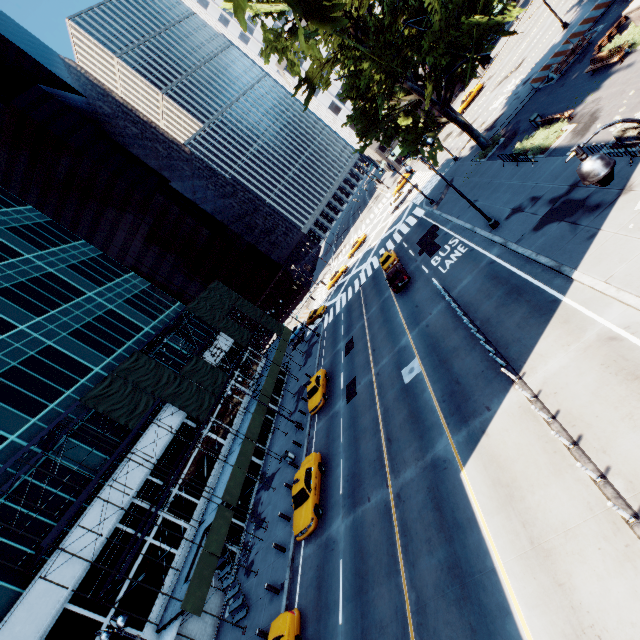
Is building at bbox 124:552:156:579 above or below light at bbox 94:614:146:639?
below

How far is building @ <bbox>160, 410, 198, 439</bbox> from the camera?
28.5 meters

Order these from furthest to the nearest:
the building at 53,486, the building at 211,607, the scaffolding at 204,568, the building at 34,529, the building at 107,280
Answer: the building at 107,280 → the building at 211,607 → the building at 53,486 → the building at 34,529 → the scaffolding at 204,568

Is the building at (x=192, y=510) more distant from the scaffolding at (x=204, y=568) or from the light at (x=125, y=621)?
the light at (x=125, y=621)

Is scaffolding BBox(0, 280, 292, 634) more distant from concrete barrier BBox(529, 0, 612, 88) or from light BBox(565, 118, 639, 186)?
concrete barrier BBox(529, 0, 612, 88)

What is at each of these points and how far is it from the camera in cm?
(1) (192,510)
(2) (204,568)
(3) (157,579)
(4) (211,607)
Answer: (1) building, 2467
(2) scaffolding, 1886
(3) building, 2038
(4) building, 2109

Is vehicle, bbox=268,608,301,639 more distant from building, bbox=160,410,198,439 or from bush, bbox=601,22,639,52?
bush, bbox=601,22,639,52
